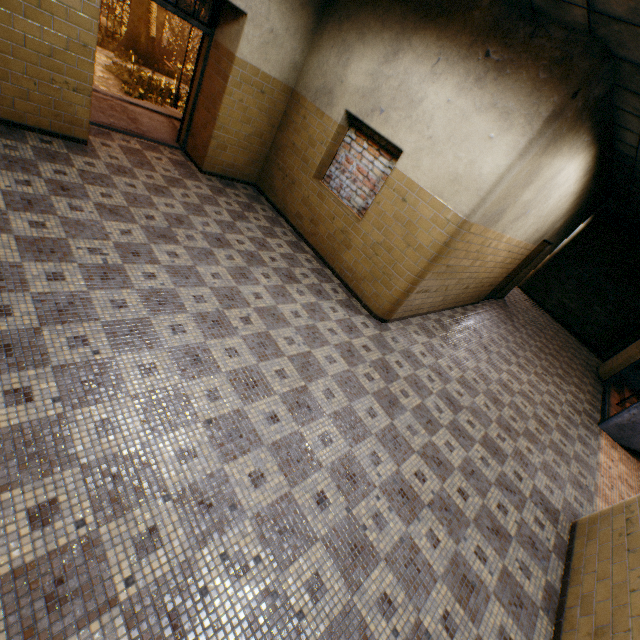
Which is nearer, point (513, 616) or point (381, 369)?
point (513, 616)

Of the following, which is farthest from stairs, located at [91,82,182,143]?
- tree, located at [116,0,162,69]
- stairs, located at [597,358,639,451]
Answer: tree, located at [116,0,162,69]

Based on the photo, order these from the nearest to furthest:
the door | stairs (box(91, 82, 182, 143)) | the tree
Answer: the door, stairs (box(91, 82, 182, 143)), the tree

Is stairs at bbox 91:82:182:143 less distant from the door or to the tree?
the door

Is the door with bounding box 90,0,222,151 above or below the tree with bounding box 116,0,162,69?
above

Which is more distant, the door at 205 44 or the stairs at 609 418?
Answer: the stairs at 609 418

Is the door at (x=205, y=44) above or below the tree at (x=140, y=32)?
above
